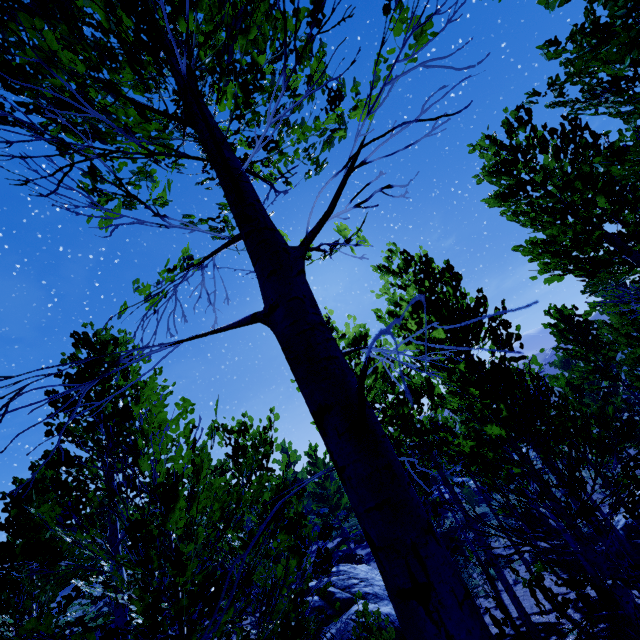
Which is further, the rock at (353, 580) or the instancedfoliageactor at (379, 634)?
the rock at (353, 580)

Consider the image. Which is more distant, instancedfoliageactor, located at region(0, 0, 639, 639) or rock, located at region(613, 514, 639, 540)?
rock, located at region(613, 514, 639, 540)

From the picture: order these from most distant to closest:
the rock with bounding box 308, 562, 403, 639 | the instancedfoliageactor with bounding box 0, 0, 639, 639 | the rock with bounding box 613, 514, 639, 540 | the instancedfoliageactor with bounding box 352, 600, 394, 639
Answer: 1. the rock with bounding box 613, 514, 639, 540
2. the rock with bounding box 308, 562, 403, 639
3. the instancedfoliageactor with bounding box 352, 600, 394, 639
4. the instancedfoliageactor with bounding box 0, 0, 639, 639

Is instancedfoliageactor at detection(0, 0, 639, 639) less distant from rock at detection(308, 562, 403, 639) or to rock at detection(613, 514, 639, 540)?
rock at detection(613, 514, 639, 540)

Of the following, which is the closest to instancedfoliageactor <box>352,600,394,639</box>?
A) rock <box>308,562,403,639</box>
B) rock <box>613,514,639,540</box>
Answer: rock <box>613,514,639,540</box>

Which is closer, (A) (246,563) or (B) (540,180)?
(B) (540,180)

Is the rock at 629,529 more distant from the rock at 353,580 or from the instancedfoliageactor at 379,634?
the rock at 353,580
